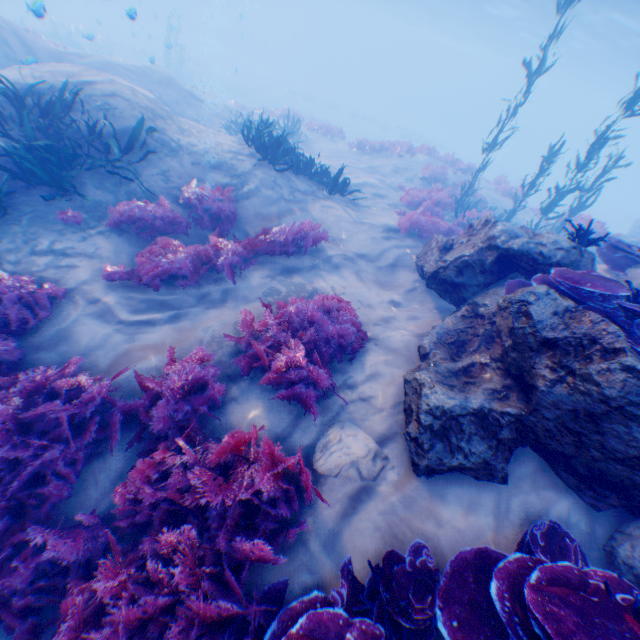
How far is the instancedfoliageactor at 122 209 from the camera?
6.1m

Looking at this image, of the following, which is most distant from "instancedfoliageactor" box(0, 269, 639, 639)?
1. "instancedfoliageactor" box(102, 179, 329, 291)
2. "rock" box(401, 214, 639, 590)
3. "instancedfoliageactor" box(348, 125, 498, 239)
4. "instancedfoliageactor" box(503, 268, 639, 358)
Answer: "instancedfoliageactor" box(348, 125, 498, 239)

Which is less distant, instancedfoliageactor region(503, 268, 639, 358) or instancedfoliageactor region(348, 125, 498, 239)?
instancedfoliageactor region(503, 268, 639, 358)

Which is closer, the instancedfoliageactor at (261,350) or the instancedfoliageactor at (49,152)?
the instancedfoliageactor at (261,350)

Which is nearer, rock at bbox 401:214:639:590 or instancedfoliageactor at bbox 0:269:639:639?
instancedfoliageactor at bbox 0:269:639:639

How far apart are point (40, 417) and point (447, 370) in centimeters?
518cm

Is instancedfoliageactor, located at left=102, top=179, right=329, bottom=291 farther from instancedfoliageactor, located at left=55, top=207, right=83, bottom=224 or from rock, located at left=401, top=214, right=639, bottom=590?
rock, located at left=401, top=214, right=639, bottom=590

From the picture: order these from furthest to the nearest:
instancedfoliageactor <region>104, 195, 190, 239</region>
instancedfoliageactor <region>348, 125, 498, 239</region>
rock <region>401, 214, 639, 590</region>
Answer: instancedfoliageactor <region>348, 125, 498, 239</region>, instancedfoliageactor <region>104, 195, 190, 239</region>, rock <region>401, 214, 639, 590</region>
